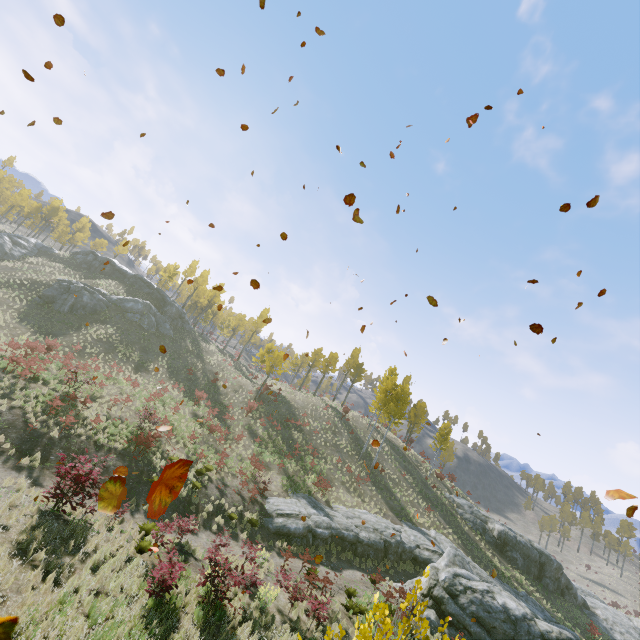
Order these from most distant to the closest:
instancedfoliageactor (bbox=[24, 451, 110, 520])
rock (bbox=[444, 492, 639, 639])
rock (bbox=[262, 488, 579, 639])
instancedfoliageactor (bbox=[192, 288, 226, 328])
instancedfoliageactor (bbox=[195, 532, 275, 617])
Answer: instancedfoliageactor (bbox=[192, 288, 226, 328])
rock (bbox=[444, 492, 639, 639])
rock (bbox=[262, 488, 579, 639])
instancedfoliageactor (bbox=[24, 451, 110, 520])
instancedfoliageactor (bbox=[195, 532, 275, 617])

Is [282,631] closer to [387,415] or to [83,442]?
[83,442]

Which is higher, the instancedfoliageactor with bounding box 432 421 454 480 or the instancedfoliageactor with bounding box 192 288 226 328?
the instancedfoliageactor with bounding box 192 288 226 328

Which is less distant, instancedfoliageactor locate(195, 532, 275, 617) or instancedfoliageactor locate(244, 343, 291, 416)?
instancedfoliageactor locate(195, 532, 275, 617)

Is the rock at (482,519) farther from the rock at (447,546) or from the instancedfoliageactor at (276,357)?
the instancedfoliageactor at (276,357)

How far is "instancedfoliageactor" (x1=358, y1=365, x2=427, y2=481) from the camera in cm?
3388

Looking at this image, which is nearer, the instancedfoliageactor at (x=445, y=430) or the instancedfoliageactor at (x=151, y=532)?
the instancedfoliageactor at (x=151, y=532)
